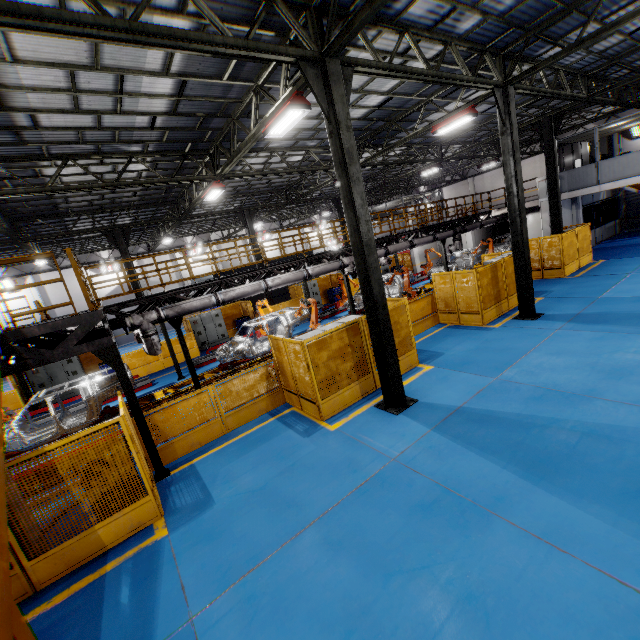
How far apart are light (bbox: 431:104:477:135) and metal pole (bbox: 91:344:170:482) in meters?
13.3

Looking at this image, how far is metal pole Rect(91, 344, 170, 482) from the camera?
6.96m

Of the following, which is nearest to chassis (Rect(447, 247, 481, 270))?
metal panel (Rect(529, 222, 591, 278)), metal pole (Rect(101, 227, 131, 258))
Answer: metal panel (Rect(529, 222, 591, 278))

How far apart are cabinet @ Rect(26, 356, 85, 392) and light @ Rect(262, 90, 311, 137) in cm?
1547

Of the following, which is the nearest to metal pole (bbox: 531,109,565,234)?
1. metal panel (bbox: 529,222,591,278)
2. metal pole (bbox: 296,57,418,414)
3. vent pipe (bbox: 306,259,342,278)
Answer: metal panel (bbox: 529,222,591,278)

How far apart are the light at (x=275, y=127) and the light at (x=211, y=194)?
4.9m

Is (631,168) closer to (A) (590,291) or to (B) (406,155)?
(A) (590,291)

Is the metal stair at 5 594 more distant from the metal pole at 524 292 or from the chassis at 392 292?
the metal pole at 524 292
